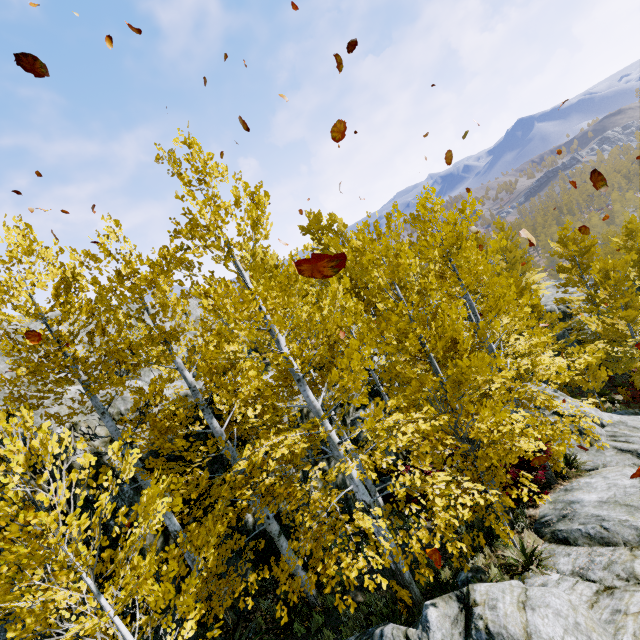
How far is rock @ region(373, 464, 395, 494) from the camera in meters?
11.5 m

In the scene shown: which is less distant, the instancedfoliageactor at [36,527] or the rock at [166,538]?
the instancedfoliageactor at [36,527]

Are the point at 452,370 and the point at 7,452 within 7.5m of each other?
yes

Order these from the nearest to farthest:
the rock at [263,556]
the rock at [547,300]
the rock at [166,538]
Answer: the rock at [166,538] → the rock at [263,556] → the rock at [547,300]

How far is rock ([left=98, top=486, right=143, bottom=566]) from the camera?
6.82m

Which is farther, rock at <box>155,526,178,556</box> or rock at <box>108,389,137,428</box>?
rock at <box>108,389,137,428</box>
